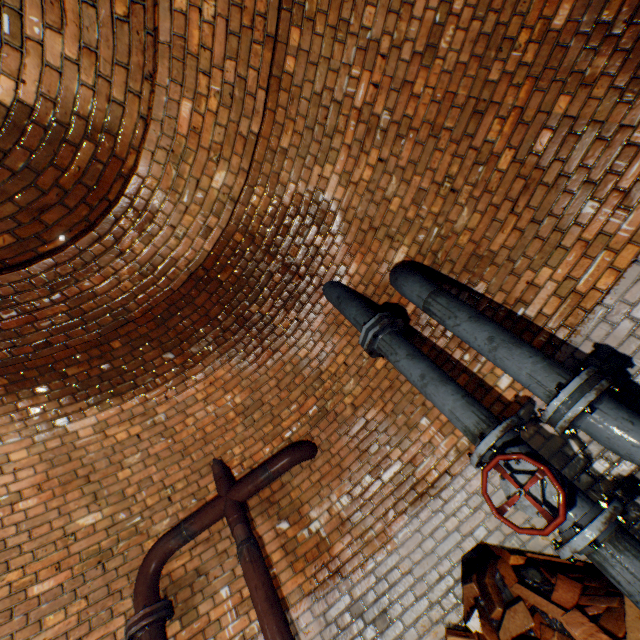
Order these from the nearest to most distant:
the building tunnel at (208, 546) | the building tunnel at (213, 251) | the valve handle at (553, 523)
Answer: the valve handle at (553, 523) < the building tunnel at (213, 251) < the building tunnel at (208, 546)

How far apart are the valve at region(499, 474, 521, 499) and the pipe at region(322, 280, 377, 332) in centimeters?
150cm

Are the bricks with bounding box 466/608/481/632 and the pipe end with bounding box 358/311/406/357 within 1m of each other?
no

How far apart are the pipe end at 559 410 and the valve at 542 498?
0.22m

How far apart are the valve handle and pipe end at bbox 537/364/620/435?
0.4 meters

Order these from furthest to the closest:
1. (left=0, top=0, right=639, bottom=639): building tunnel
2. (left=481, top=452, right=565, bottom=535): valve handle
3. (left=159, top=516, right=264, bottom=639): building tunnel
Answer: (left=159, top=516, right=264, bottom=639): building tunnel → (left=0, top=0, right=639, bottom=639): building tunnel → (left=481, top=452, right=565, bottom=535): valve handle

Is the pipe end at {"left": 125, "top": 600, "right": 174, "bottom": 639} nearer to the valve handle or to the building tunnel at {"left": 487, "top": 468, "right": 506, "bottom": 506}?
the building tunnel at {"left": 487, "top": 468, "right": 506, "bottom": 506}

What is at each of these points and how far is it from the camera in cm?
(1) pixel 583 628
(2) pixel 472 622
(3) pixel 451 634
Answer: (1) bricks, 178
(2) bricks, 232
(3) bricks, 235
